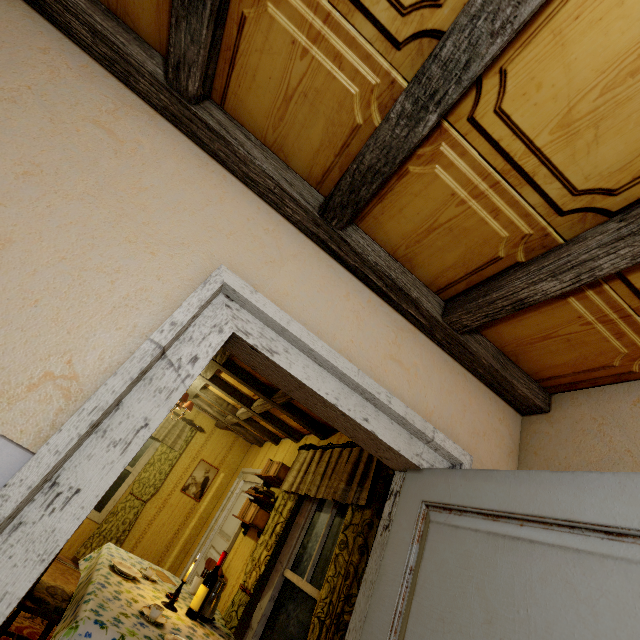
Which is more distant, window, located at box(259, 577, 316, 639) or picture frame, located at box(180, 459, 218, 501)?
picture frame, located at box(180, 459, 218, 501)

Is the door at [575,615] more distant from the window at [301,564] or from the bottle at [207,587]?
the bottle at [207,587]

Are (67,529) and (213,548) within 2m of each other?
no

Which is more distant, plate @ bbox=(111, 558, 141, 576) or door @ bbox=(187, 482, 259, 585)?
door @ bbox=(187, 482, 259, 585)

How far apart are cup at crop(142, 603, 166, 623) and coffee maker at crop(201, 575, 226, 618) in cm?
67

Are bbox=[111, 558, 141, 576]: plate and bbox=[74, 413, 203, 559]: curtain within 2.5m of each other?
no

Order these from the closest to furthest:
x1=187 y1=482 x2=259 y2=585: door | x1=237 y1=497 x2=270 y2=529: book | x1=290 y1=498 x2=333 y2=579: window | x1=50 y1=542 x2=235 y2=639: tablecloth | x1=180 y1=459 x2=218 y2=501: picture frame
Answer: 1. x1=50 y1=542 x2=235 y2=639: tablecloth
2. x1=290 y1=498 x2=333 y2=579: window
3. x1=237 y1=497 x2=270 y2=529: book
4. x1=187 y1=482 x2=259 y2=585: door
5. x1=180 y1=459 x2=218 y2=501: picture frame

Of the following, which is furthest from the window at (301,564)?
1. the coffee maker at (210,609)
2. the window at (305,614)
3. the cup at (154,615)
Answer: the cup at (154,615)
